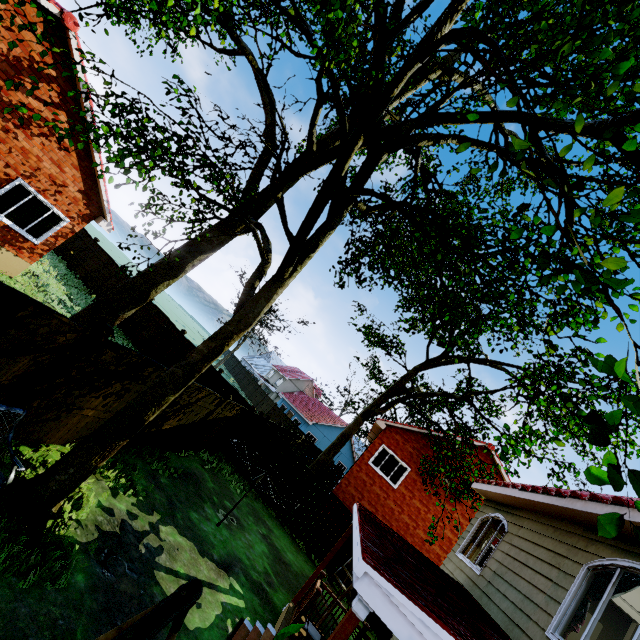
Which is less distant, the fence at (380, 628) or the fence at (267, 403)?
the fence at (380, 628)

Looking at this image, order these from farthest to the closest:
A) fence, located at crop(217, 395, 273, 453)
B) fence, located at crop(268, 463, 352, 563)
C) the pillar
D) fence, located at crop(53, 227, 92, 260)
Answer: fence, located at crop(53, 227, 92, 260) < fence, located at crop(217, 395, 273, 453) < fence, located at crop(268, 463, 352, 563) < the pillar

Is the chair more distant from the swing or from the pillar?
the swing

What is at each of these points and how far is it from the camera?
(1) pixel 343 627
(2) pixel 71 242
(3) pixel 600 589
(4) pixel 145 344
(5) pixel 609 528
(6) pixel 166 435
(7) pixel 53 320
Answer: (1) pillar, 3.6 meters
(2) fence, 21.1 meters
(3) curtain, 5.2 meters
(4) fence, 17.6 meters
(5) tree, 1.1 meters
(6) fence, 9.7 meters
(7) fence, 4.8 meters

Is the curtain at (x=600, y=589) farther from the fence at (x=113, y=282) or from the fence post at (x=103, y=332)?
the fence post at (x=103, y=332)

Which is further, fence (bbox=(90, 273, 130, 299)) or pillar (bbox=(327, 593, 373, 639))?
fence (bbox=(90, 273, 130, 299))

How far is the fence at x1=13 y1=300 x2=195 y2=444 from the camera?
5.7m
